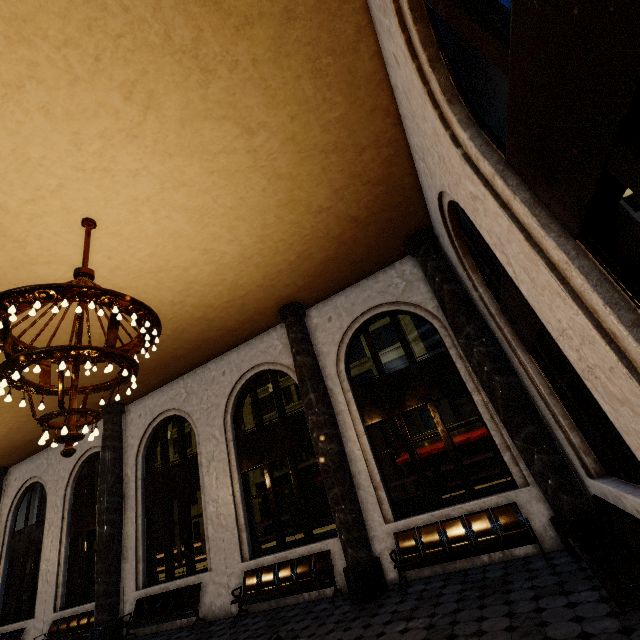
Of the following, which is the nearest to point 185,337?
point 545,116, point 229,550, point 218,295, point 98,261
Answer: point 218,295
